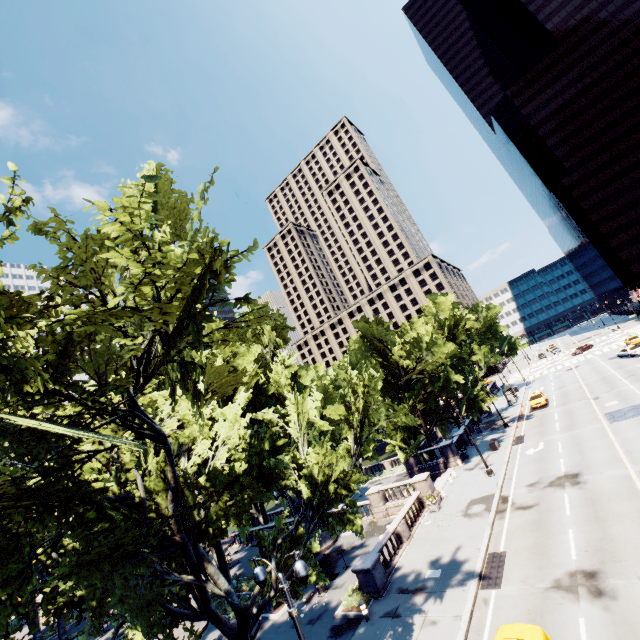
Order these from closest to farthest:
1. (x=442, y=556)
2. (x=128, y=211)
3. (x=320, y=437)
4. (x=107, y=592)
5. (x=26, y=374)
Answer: (x=26, y=374), (x=107, y=592), (x=128, y=211), (x=320, y=437), (x=442, y=556)

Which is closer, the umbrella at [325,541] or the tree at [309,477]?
the tree at [309,477]

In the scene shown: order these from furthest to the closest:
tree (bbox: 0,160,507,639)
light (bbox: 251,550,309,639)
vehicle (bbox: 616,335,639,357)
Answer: vehicle (bbox: 616,335,639,357), light (bbox: 251,550,309,639), tree (bbox: 0,160,507,639)

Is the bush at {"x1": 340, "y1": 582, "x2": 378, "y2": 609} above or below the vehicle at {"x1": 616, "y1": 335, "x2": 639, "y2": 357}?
below

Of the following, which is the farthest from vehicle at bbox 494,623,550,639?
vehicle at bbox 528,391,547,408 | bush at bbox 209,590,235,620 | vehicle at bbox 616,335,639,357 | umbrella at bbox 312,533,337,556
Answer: vehicle at bbox 616,335,639,357

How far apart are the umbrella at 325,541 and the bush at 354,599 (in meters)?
Answer: 2.74

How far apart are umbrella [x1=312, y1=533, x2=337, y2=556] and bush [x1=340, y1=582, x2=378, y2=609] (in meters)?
2.74

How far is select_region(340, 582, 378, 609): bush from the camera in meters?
18.5 m
